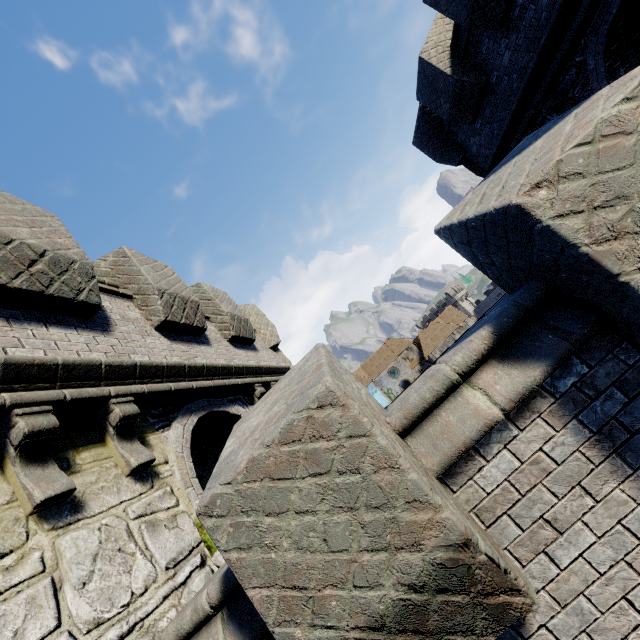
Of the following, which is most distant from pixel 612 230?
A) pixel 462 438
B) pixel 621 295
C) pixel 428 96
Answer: pixel 428 96
